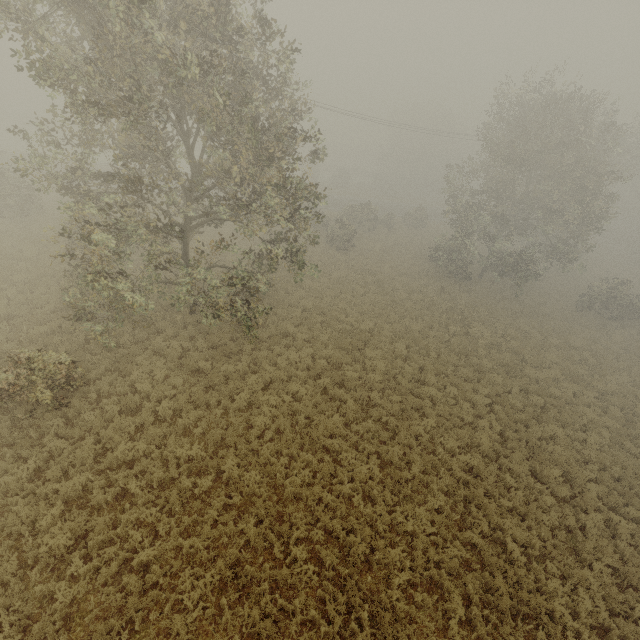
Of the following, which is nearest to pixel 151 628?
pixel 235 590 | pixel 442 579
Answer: pixel 235 590
